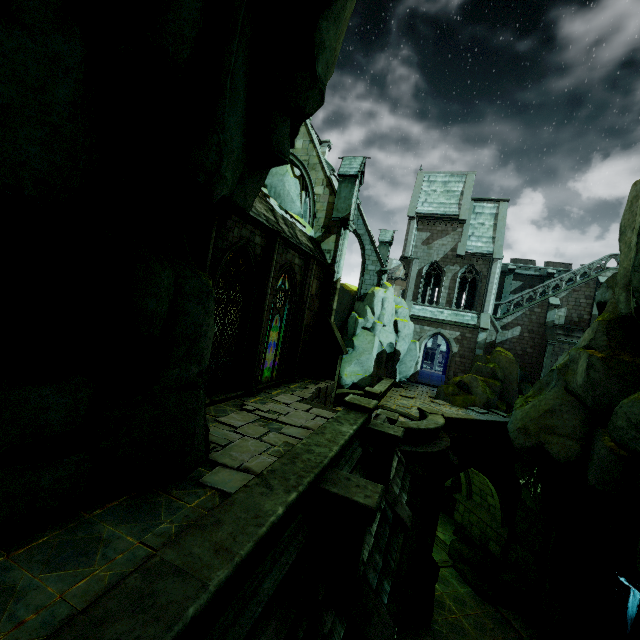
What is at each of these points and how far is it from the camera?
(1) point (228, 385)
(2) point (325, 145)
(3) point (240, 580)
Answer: (1) window, 10.51m
(2) building, 29.59m
(3) wall trim, 3.52m

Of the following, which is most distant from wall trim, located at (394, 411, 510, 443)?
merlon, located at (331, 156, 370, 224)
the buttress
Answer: merlon, located at (331, 156, 370, 224)

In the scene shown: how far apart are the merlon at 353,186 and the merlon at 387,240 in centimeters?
1098cm

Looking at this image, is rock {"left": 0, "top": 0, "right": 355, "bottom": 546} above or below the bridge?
above

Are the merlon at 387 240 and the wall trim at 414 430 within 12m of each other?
no

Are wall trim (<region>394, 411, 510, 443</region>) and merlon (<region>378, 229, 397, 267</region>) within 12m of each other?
no

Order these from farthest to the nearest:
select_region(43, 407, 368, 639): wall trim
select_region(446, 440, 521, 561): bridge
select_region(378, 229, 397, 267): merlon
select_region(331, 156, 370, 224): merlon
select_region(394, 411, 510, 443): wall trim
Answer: select_region(378, 229, 397, 267): merlon, select_region(446, 440, 521, 561): bridge, select_region(331, 156, 370, 224): merlon, select_region(394, 411, 510, 443): wall trim, select_region(43, 407, 368, 639): wall trim

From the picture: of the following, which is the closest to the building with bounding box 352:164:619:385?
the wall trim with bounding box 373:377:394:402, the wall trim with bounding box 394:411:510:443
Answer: the wall trim with bounding box 373:377:394:402
